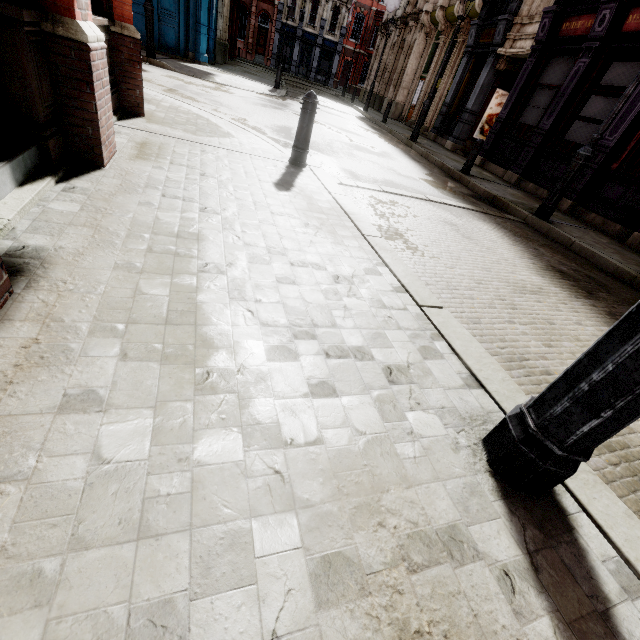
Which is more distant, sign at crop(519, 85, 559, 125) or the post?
sign at crop(519, 85, 559, 125)

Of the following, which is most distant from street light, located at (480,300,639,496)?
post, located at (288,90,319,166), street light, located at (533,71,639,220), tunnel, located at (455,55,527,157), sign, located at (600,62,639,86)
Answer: tunnel, located at (455,55,527,157)

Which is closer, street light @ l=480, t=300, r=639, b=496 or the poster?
street light @ l=480, t=300, r=639, b=496

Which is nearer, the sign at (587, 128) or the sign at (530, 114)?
the sign at (587, 128)

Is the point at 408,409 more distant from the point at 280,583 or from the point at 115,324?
the point at 115,324

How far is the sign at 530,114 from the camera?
10.5 meters

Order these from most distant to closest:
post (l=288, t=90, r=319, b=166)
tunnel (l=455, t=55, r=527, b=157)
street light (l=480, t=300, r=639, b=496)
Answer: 1. tunnel (l=455, t=55, r=527, b=157)
2. post (l=288, t=90, r=319, b=166)
3. street light (l=480, t=300, r=639, b=496)

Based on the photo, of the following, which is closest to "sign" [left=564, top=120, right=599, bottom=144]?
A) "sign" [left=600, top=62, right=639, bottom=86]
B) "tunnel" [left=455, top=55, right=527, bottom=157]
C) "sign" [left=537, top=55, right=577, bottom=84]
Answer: "sign" [left=600, top=62, right=639, bottom=86]
